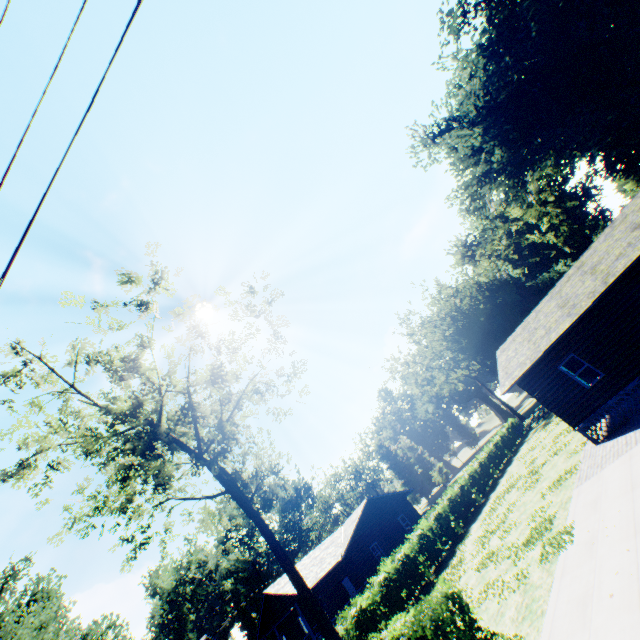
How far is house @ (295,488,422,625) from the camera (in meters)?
26.95

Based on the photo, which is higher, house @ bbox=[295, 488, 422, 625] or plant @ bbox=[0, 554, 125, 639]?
plant @ bbox=[0, 554, 125, 639]

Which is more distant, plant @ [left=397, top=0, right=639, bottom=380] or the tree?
plant @ [left=397, top=0, right=639, bottom=380]

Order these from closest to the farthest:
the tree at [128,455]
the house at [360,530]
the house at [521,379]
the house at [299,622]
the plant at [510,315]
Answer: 1. the house at [521,379]
2. the tree at [128,455]
3. the house at [299,622]
4. the house at [360,530]
5. the plant at [510,315]

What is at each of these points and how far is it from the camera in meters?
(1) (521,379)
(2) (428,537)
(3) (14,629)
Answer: (1) house, 17.9 m
(2) hedge, 23.3 m
(3) plant, 25.2 m

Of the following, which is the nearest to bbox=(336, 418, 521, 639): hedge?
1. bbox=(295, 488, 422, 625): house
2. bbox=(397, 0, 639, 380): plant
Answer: bbox=(295, 488, 422, 625): house

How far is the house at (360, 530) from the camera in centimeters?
2695cm

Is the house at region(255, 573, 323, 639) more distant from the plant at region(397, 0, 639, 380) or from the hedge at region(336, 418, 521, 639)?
the plant at region(397, 0, 639, 380)
